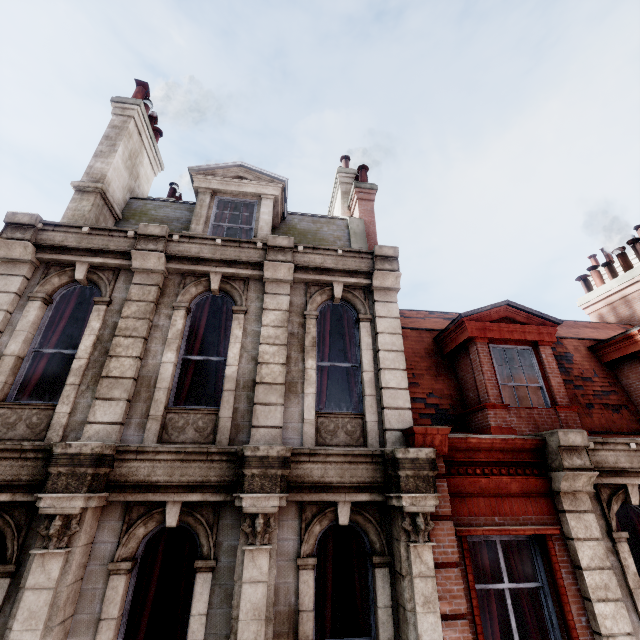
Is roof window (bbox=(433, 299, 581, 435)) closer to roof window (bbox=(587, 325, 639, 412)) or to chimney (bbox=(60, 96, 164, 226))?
roof window (bbox=(587, 325, 639, 412))

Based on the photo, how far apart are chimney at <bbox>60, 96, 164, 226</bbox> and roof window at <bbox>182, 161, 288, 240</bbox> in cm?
199

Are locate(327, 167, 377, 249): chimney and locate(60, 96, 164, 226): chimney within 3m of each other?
no

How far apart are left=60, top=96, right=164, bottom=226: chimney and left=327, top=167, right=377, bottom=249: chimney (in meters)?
6.21

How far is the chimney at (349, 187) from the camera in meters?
10.3 m

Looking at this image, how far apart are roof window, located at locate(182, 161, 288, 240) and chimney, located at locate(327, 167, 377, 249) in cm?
234

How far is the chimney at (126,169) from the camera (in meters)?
7.80

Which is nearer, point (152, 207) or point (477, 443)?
point (477, 443)
